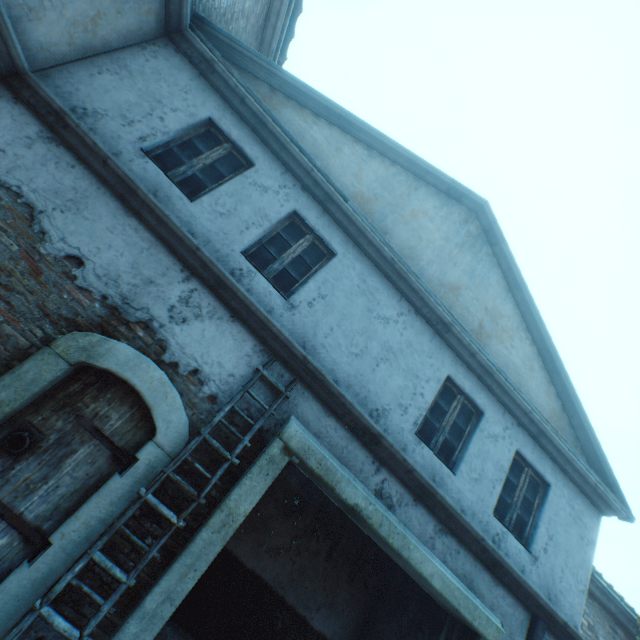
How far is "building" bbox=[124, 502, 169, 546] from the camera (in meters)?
3.44

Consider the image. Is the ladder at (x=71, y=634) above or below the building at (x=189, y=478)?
below

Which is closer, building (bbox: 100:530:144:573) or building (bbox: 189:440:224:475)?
building (bbox: 100:530:144:573)

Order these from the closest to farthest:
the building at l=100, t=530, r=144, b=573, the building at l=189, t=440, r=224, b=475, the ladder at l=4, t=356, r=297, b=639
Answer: the ladder at l=4, t=356, r=297, b=639, the building at l=100, t=530, r=144, b=573, the building at l=189, t=440, r=224, b=475

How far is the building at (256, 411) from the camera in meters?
4.2 m

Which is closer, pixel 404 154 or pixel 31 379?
pixel 31 379
